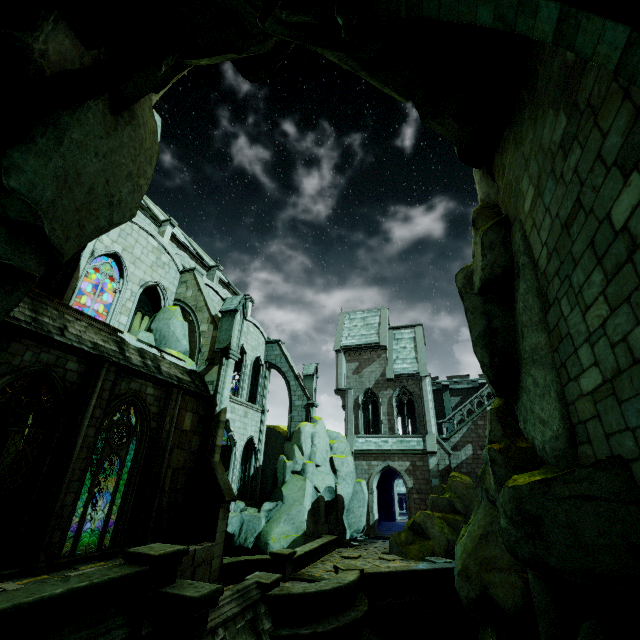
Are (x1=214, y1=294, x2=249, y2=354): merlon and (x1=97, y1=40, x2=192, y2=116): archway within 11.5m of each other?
yes

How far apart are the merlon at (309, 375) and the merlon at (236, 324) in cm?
1098

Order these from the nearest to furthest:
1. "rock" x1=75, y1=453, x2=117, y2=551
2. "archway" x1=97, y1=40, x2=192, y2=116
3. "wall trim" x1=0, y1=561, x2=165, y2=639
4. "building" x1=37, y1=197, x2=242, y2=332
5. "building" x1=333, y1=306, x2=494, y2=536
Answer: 1. "wall trim" x1=0, y1=561, x2=165, y2=639
2. "archway" x1=97, y1=40, x2=192, y2=116
3. "rock" x1=75, y1=453, x2=117, y2=551
4. "building" x1=37, y1=197, x2=242, y2=332
5. "building" x1=333, y1=306, x2=494, y2=536

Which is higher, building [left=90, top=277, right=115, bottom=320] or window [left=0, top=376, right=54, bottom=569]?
building [left=90, top=277, right=115, bottom=320]

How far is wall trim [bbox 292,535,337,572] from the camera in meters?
15.0 m

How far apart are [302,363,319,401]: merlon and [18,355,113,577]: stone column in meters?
17.6 m

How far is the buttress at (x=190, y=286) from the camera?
12.9 meters

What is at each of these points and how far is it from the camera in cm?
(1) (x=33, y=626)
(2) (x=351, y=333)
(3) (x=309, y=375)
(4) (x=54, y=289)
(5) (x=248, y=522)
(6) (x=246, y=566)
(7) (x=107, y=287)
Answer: (1) wall trim, 466
(2) building, 3419
(3) merlon, 2742
(4) building, 1315
(5) rock, 2089
(6) wall trim, 1368
(7) building, 2948
